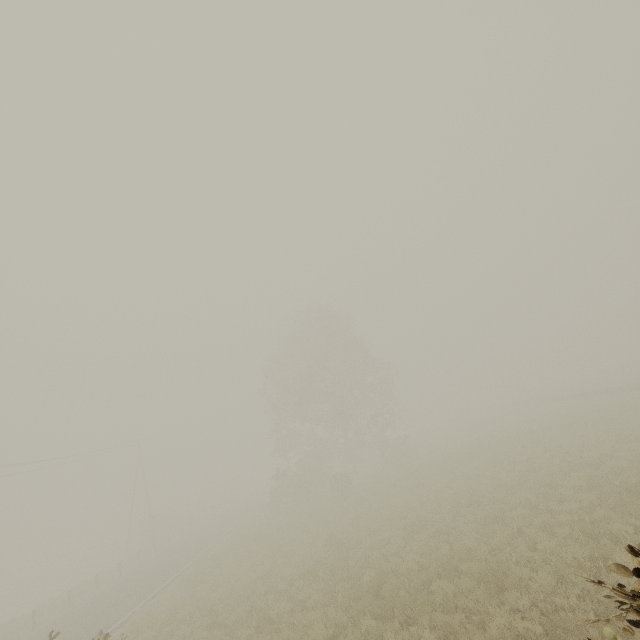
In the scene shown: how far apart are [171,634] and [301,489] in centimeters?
1807cm
